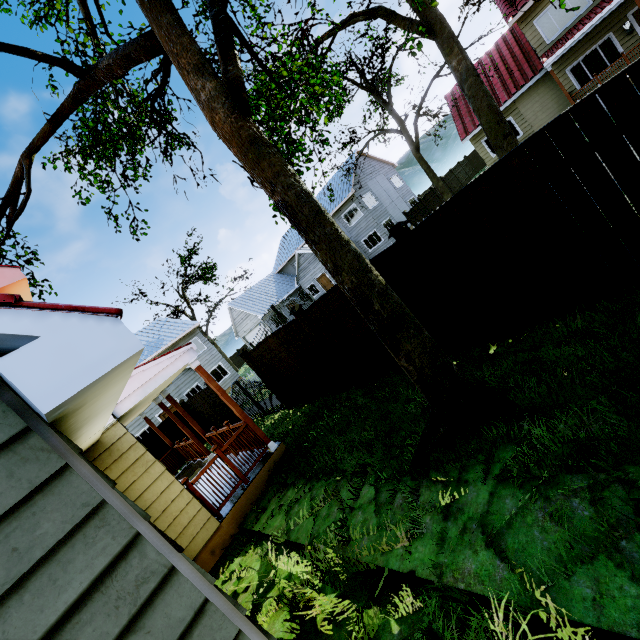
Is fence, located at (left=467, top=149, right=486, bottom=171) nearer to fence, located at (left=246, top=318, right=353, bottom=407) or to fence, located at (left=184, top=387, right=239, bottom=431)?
fence, located at (left=184, top=387, right=239, bottom=431)

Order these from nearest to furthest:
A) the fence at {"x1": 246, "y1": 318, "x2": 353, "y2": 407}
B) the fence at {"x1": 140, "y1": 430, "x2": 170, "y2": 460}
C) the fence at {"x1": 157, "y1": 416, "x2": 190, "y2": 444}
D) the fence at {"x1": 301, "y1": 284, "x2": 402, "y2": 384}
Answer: the fence at {"x1": 301, "y1": 284, "x2": 402, "y2": 384}, the fence at {"x1": 246, "y1": 318, "x2": 353, "y2": 407}, the fence at {"x1": 140, "y1": 430, "x2": 170, "y2": 460}, the fence at {"x1": 157, "y1": 416, "x2": 190, "y2": 444}

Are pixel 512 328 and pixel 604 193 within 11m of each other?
yes

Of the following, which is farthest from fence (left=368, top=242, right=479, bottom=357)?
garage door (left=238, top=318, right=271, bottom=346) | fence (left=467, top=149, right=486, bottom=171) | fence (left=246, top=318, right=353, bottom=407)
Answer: garage door (left=238, top=318, right=271, bottom=346)

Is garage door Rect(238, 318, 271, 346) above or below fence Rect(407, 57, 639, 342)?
above

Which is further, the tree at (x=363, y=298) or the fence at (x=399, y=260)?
the fence at (x=399, y=260)

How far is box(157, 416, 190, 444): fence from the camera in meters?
15.4

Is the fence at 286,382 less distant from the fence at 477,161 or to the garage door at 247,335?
the garage door at 247,335
